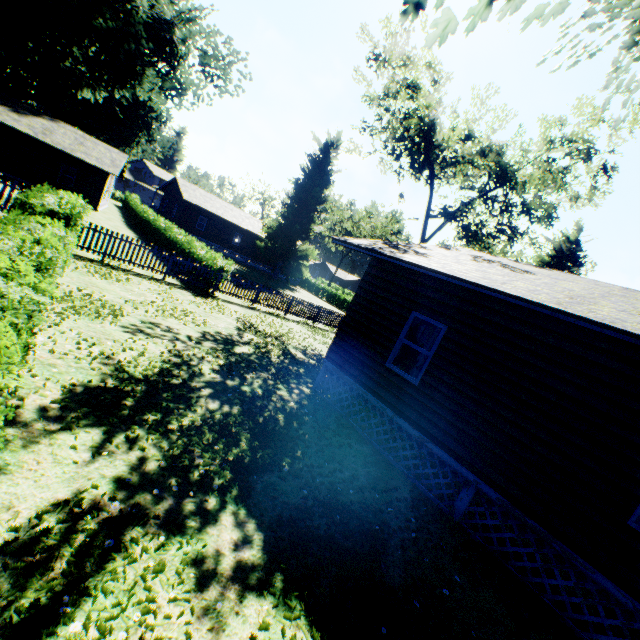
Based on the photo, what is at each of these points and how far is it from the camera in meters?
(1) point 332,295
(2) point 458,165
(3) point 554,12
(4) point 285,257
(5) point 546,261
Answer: (1) hedge, 46.1 m
(2) tree, 25.1 m
(3) plant, 6.6 m
(4) plant, 41.1 m
(5) plant, 27.0 m

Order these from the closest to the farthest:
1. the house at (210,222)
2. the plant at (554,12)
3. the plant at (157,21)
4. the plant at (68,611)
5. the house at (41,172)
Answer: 1. the plant at (68,611)
2. the plant at (554,12)
3. the plant at (157,21)
4. the house at (41,172)
5. the house at (210,222)

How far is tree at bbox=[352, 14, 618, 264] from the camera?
18.78m

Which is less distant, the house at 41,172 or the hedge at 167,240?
the hedge at 167,240

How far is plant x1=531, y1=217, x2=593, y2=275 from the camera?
26.6 meters

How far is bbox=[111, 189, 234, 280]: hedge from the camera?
17.03m

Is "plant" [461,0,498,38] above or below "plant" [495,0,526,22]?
below

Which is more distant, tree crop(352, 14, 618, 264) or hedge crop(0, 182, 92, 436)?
tree crop(352, 14, 618, 264)
